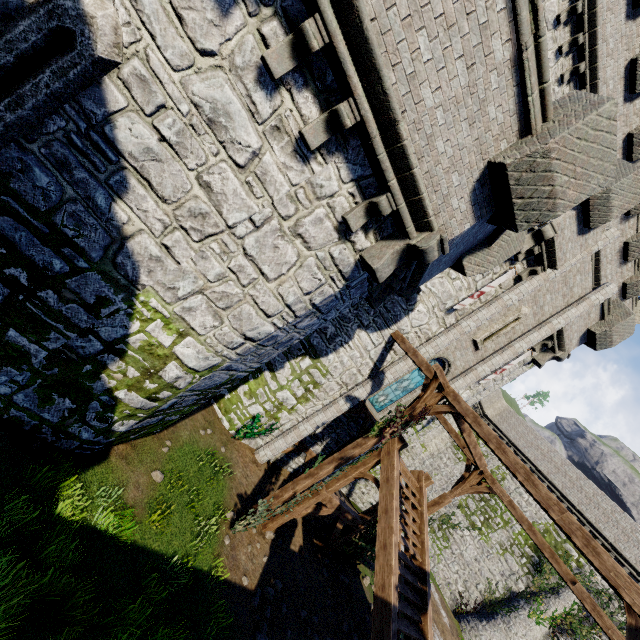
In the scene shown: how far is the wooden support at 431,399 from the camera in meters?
9.2

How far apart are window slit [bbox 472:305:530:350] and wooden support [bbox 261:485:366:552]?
8.4 meters

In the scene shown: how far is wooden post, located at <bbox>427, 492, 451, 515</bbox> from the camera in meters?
12.8

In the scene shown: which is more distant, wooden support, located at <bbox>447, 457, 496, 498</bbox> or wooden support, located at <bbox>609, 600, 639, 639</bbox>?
wooden support, located at <bbox>447, 457, 496, 498</bbox>

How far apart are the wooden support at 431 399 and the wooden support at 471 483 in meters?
3.4 m

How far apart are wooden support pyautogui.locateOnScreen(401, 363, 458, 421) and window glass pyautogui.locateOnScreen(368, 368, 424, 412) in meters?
3.3

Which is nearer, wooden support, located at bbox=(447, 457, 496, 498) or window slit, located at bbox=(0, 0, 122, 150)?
window slit, located at bbox=(0, 0, 122, 150)

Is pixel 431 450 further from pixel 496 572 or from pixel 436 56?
pixel 436 56
